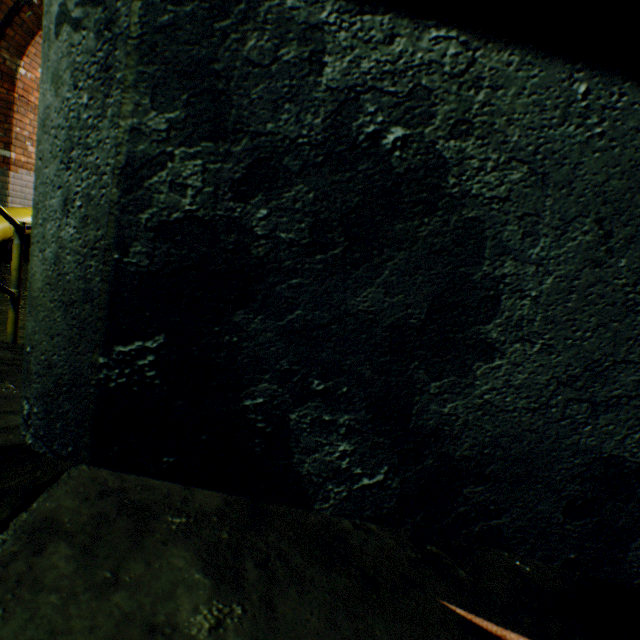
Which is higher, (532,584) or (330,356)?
(330,356)

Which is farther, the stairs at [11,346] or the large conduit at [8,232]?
the large conduit at [8,232]

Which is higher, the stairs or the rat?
the rat

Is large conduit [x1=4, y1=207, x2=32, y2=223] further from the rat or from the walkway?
the rat

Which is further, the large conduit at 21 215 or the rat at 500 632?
the large conduit at 21 215

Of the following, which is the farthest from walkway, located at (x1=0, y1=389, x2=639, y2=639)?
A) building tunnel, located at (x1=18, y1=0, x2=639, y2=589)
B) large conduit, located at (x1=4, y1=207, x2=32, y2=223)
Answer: large conduit, located at (x1=4, y1=207, x2=32, y2=223)

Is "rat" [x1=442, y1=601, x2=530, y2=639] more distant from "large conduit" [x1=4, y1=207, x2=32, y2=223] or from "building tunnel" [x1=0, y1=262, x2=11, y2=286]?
"large conduit" [x1=4, y1=207, x2=32, y2=223]

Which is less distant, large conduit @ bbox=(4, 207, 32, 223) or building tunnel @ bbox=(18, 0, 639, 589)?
building tunnel @ bbox=(18, 0, 639, 589)
